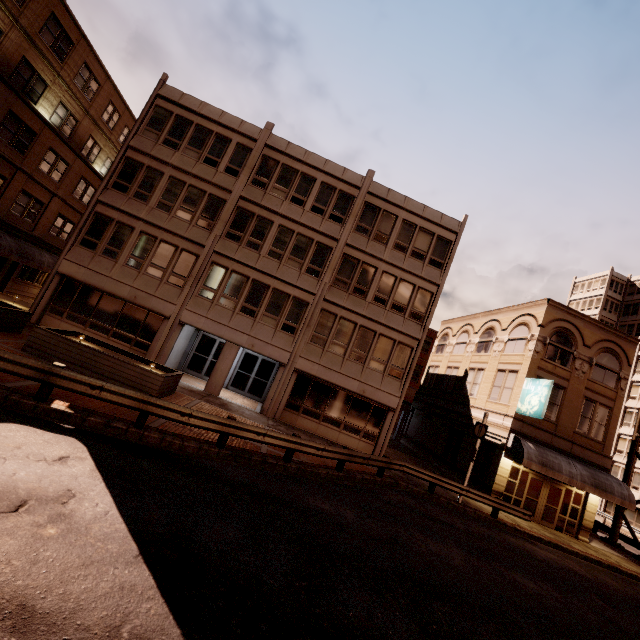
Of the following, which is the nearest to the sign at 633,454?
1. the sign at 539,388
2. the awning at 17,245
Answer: the sign at 539,388

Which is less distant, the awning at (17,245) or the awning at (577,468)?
the awning at (577,468)

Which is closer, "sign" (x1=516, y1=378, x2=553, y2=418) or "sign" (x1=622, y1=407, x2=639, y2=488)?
"sign" (x1=516, y1=378, x2=553, y2=418)

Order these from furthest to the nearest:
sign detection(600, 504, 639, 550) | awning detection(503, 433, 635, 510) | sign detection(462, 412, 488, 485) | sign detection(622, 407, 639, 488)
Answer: sign detection(622, 407, 639, 488) < sign detection(600, 504, 639, 550) < awning detection(503, 433, 635, 510) < sign detection(462, 412, 488, 485)

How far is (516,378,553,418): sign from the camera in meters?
18.2

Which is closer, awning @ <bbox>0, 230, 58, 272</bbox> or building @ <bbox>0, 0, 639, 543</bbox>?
building @ <bbox>0, 0, 639, 543</bbox>

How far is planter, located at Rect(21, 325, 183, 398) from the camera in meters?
11.8

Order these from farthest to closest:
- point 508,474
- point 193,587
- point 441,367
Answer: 1. point 441,367
2. point 508,474
3. point 193,587
